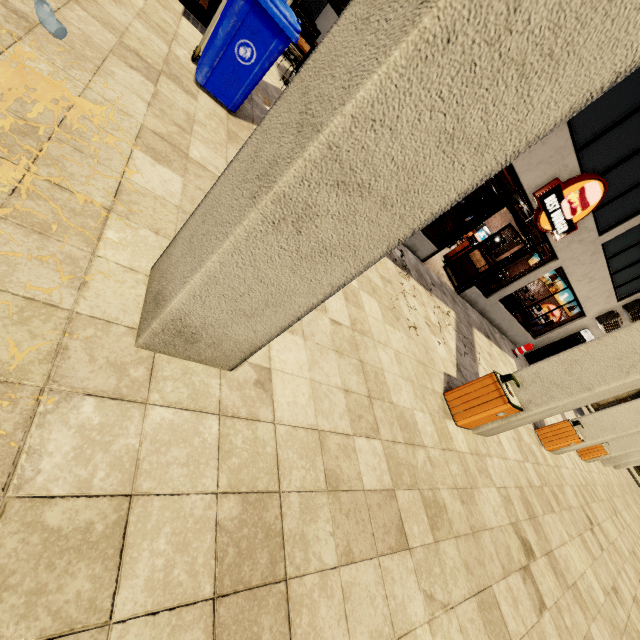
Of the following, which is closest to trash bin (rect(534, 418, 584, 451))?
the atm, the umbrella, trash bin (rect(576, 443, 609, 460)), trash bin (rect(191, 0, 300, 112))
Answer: trash bin (rect(576, 443, 609, 460))

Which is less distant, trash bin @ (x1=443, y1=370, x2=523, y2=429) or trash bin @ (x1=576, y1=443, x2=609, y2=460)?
trash bin @ (x1=443, y1=370, x2=523, y2=429)

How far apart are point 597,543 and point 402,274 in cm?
693

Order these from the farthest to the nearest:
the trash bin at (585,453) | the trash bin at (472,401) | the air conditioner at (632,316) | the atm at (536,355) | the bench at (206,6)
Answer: the atm at (536,355), the air conditioner at (632,316), the trash bin at (585,453), the bench at (206,6), the trash bin at (472,401)

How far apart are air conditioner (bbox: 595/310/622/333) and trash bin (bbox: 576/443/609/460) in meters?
4.4 m

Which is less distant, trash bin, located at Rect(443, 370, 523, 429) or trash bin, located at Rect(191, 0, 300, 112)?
trash bin, located at Rect(191, 0, 300, 112)

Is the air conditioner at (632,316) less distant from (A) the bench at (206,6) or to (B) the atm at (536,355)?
(B) the atm at (536,355)

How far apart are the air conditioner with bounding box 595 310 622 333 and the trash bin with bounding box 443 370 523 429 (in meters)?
11.49
